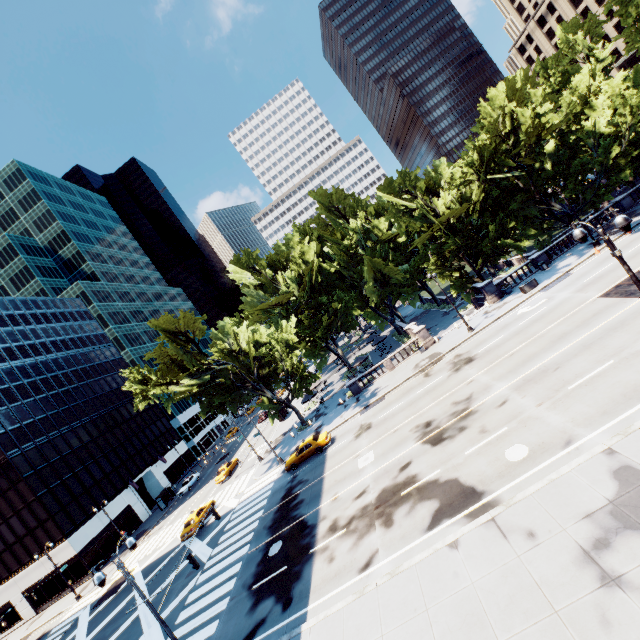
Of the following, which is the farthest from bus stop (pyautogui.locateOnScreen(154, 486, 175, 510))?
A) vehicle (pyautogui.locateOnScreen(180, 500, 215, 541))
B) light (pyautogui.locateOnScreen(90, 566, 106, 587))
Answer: light (pyautogui.locateOnScreen(90, 566, 106, 587))

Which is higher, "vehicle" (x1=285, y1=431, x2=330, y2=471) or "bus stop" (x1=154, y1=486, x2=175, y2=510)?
"bus stop" (x1=154, y1=486, x2=175, y2=510)

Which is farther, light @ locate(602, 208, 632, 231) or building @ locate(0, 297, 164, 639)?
building @ locate(0, 297, 164, 639)

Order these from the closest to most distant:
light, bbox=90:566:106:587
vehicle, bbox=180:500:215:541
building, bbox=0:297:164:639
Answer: light, bbox=90:566:106:587 → vehicle, bbox=180:500:215:541 → building, bbox=0:297:164:639

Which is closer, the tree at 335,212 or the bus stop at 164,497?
the tree at 335,212

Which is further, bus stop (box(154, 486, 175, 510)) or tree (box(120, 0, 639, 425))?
bus stop (box(154, 486, 175, 510))

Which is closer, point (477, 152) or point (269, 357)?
point (477, 152)

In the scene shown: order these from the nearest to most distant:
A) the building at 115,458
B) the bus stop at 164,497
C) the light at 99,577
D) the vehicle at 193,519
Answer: the light at 99,577 < the vehicle at 193,519 < the building at 115,458 < the bus stop at 164,497
